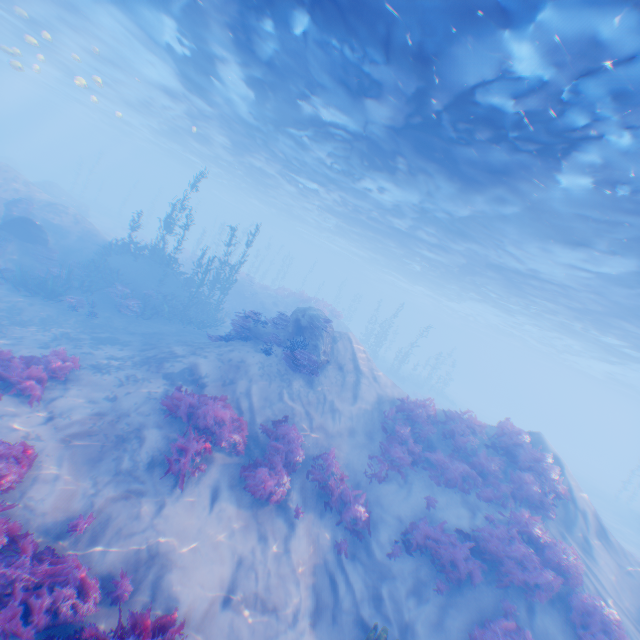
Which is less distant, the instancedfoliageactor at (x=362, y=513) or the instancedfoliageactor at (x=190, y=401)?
the instancedfoliageactor at (x=190, y=401)

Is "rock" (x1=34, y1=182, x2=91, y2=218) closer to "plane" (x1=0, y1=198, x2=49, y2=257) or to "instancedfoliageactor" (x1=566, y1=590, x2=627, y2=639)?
"plane" (x1=0, y1=198, x2=49, y2=257)

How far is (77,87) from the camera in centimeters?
3653cm

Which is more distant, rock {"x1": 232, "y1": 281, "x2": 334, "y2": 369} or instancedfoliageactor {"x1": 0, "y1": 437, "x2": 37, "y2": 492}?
rock {"x1": 232, "y1": 281, "x2": 334, "y2": 369}

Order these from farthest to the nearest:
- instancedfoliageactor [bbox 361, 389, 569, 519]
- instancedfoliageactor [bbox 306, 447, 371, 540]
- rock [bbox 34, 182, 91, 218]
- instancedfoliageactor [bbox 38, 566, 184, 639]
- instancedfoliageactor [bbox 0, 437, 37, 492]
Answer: Result: rock [bbox 34, 182, 91, 218] → instancedfoliageactor [bbox 361, 389, 569, 519] → instancedfoliageactor [bbox 306, 447, 371, 540] → instancedfoliageactor [bbox 0, 437, 37, 492] → instancedfoliageactor [bbox 38, 566, 184, 639]

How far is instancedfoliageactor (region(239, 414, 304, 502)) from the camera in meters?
8.8

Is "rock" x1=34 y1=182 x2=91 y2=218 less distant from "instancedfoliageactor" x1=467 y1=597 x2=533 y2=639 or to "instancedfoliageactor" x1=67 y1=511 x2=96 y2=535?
"instancedfoliageactor" x1=67 y1=511 x2=96 y2=535

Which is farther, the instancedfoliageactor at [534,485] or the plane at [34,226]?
the plane at [34,226]
